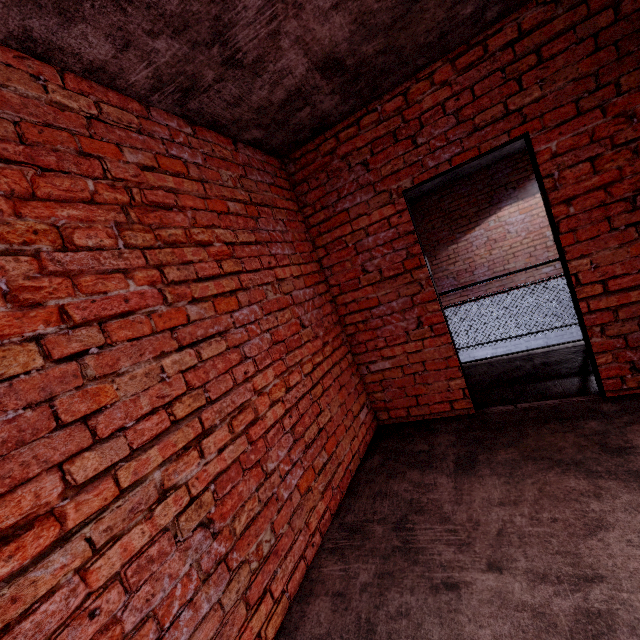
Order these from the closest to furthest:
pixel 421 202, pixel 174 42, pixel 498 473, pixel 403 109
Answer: pixel 174 42 → pixel 498 473 → pixel 403 109 → pixel 421 202
